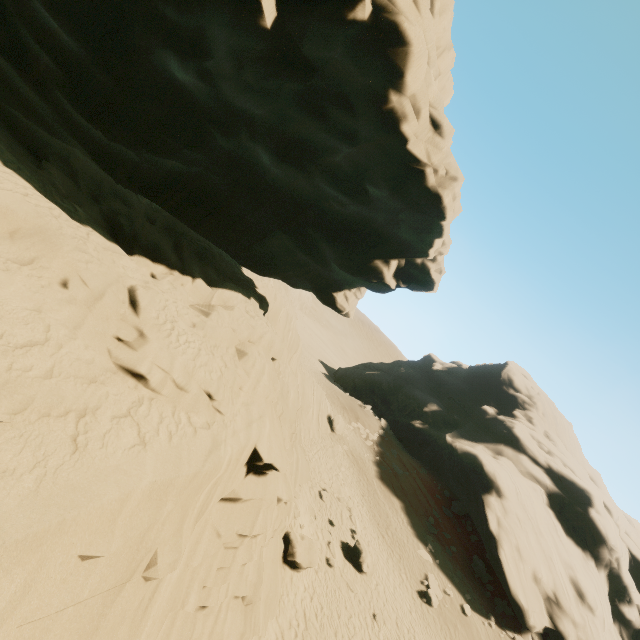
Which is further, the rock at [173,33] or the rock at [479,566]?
the rock at [479,566]

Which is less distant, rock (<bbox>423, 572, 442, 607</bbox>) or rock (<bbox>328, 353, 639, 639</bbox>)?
rock (<bbox>423, 572, 442, 607</bbox>)

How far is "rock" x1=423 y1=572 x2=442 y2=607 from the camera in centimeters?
1903cm

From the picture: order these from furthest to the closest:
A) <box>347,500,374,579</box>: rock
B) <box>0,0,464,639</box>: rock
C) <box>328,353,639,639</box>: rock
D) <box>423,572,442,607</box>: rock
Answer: <box>328,353,639,639</box>: rock
<box>423,572,442,607</box>: rock
<box>347,500,374,579</box>: rock
<box>0,0,464,639</box>: rock

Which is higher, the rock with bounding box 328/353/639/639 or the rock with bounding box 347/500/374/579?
the rock with bounding box 328/353/639/639

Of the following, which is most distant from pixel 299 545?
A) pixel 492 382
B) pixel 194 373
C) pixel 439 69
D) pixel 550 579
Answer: pixel 492 382
